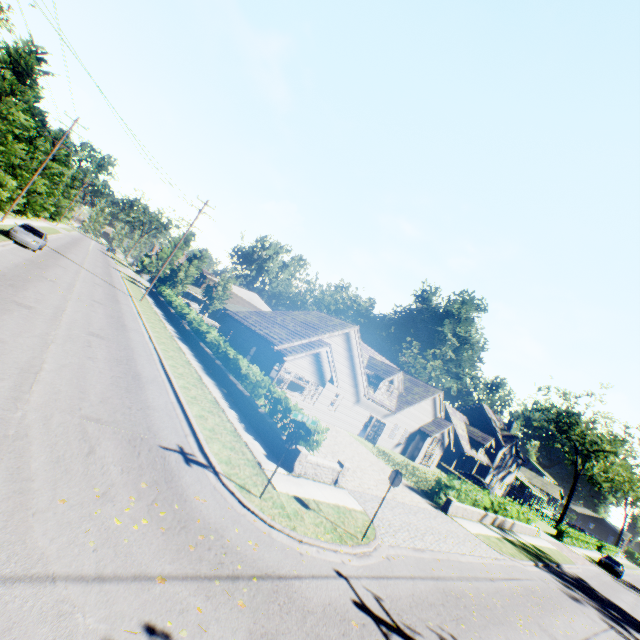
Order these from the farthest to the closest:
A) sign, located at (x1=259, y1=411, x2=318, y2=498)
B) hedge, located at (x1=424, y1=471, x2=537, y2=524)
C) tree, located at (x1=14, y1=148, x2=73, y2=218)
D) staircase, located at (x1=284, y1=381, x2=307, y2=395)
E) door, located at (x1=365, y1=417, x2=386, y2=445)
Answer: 1. tree, located at (x1=14, y1=148, x2=73, y2=218)
2. door, located at (x1=365, y1=417, x2=386, y2=445)
3. staircase, located at (x1=284, y1=381, x2=307, y2=395)
4. hedge, located at (x1=424, y1=471, x2=537, y2=524)
5. sign, located at (x1=259, y1=411, x2=318, y2=498)

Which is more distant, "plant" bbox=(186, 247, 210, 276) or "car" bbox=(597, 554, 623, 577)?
"plant" bbox=(186, 247, 210, 276)

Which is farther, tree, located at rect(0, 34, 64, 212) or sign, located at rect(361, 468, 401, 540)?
tree, located at rect(0, 34, 64, 212)

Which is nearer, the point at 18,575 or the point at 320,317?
the point at 18,575

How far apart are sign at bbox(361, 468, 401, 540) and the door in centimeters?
1941cm

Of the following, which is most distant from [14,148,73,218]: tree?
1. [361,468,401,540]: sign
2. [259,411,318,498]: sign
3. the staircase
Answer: the staircase

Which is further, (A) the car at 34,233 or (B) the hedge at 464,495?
(A) the car at 34,233

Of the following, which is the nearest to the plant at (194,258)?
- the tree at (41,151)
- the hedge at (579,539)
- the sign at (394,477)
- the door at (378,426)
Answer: the tree at (41,151)
